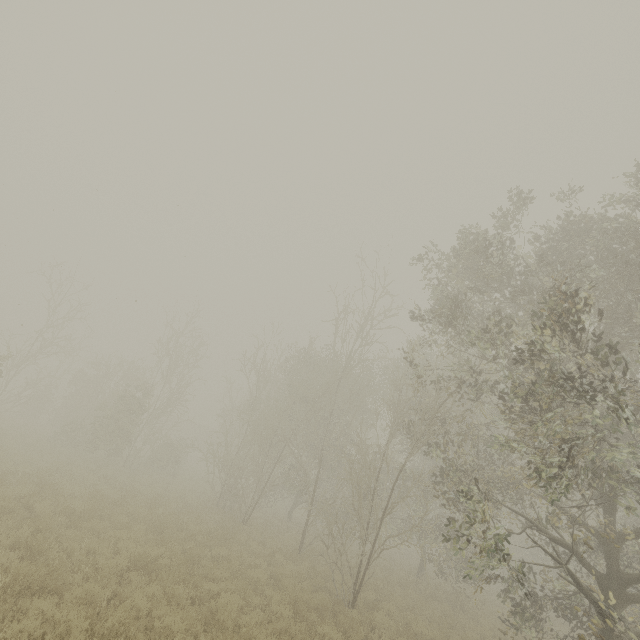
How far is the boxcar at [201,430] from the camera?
50.4 meters

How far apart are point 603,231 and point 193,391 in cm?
2545

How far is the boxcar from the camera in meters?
50.4
